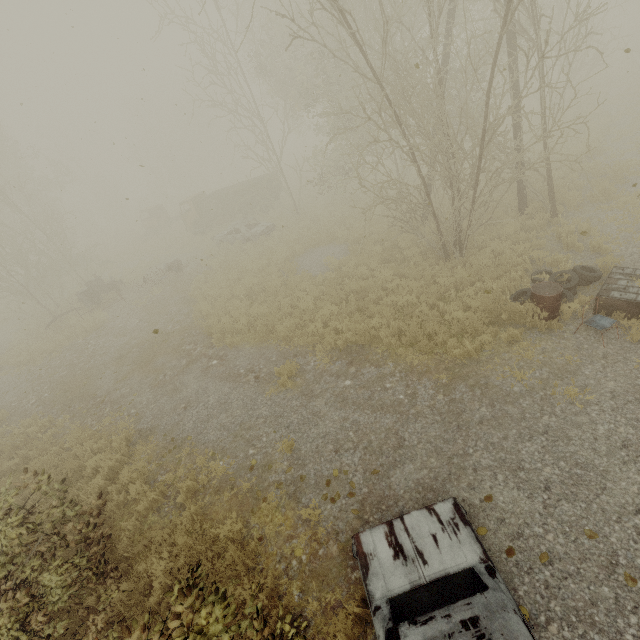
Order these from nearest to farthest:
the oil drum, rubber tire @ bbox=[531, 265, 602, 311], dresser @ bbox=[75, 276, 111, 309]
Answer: the oil drum < rubber tire @ bbox=[531, 265, 602, 311] < dresser @ bbox=[75, 276, 111, 309]

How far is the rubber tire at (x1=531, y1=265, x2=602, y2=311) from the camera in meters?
7.5 m

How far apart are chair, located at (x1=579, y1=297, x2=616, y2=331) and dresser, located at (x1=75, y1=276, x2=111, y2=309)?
22.2m

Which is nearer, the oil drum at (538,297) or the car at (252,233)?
the oil drum at (538,297)

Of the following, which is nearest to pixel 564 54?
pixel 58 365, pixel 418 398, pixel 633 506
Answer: pixel 418 398

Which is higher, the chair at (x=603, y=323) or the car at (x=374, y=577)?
the car at (x=374, y=577)

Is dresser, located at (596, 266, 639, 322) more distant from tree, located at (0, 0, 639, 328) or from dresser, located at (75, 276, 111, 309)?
dresser, located at (75, 276, 111, 309)

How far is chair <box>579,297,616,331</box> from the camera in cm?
636
